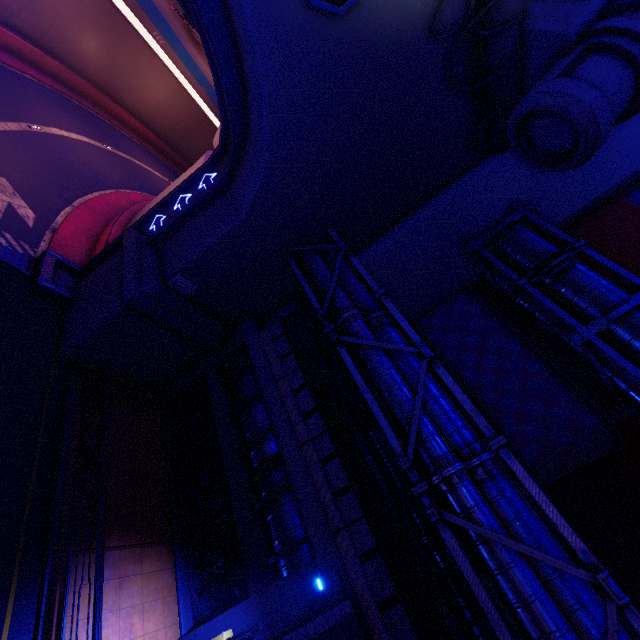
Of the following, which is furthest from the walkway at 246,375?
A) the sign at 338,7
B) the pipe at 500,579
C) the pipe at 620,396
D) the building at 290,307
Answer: the sign at 338,7

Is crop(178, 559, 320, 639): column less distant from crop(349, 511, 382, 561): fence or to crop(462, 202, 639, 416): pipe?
crop(349, 511, 382, 561): fence

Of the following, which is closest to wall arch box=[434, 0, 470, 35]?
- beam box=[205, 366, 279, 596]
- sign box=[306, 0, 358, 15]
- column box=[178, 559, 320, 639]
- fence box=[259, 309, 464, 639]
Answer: sign box=[306, 0, 358, 15]

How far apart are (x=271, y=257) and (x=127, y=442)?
8.7 meters

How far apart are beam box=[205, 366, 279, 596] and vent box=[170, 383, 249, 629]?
0.4 meters

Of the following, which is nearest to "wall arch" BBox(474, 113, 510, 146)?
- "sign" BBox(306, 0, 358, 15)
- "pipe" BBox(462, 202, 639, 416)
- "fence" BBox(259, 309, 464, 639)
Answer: "sign" BBox(306, 0, 358, 15)

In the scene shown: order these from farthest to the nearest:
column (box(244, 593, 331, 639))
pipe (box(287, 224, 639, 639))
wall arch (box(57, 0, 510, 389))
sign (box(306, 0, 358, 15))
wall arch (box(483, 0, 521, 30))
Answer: wall arch (box(483, 0, 521, 30))
wall arch (box(57, 0, 510, 389))
column (box(244, 593, 331, 639))
sign (box(306, 0, 358, 15))
pipe (box(287, 224, 639, 639))

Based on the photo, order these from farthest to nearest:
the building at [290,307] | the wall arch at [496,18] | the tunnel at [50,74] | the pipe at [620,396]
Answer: the building at [290,307] → the tunnel at [50,74] → the pipe at [620,396] → the wall arch at [496,18]
